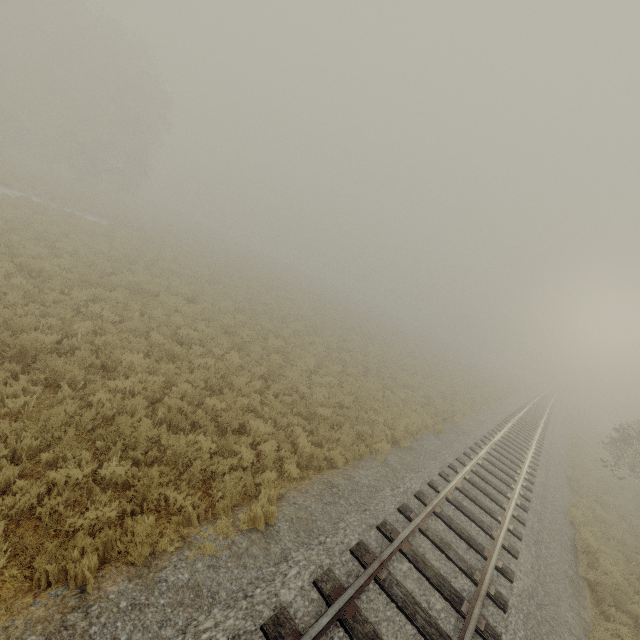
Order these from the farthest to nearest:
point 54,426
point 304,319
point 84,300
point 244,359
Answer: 1. point 304,319
2. point 244,359
3. point 84,300
4. point 54,426
